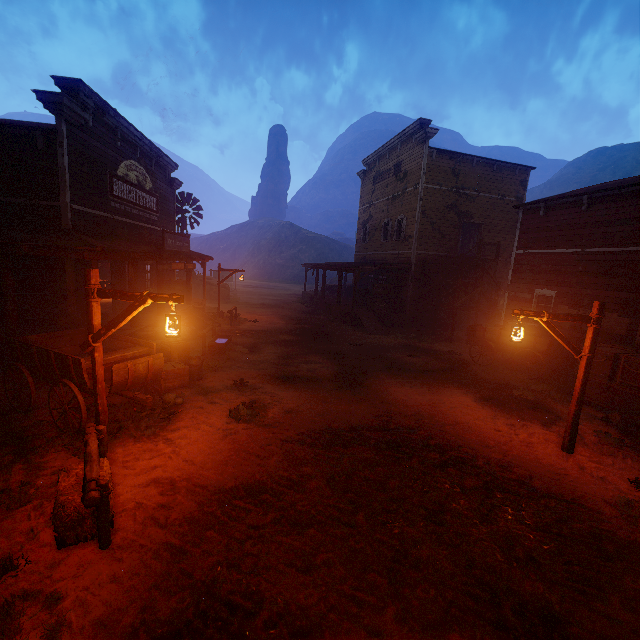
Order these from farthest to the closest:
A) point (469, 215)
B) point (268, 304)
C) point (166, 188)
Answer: point (268, 304) < point (469, 215) < point (166, 188)

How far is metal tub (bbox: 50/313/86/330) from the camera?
10.3m

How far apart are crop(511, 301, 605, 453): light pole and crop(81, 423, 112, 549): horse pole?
7.7 meters

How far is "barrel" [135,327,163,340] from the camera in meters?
11.0 m

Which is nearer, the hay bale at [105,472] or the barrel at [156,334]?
the hay bale at [105,472]

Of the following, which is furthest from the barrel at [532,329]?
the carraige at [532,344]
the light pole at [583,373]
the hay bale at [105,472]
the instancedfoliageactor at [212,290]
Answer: the instancedfoliageactor at [212,290]

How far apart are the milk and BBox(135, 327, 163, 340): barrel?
1.7m

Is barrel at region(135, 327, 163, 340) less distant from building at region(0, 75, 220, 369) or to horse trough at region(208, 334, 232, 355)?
building at region(0, 75, 220, 369)
